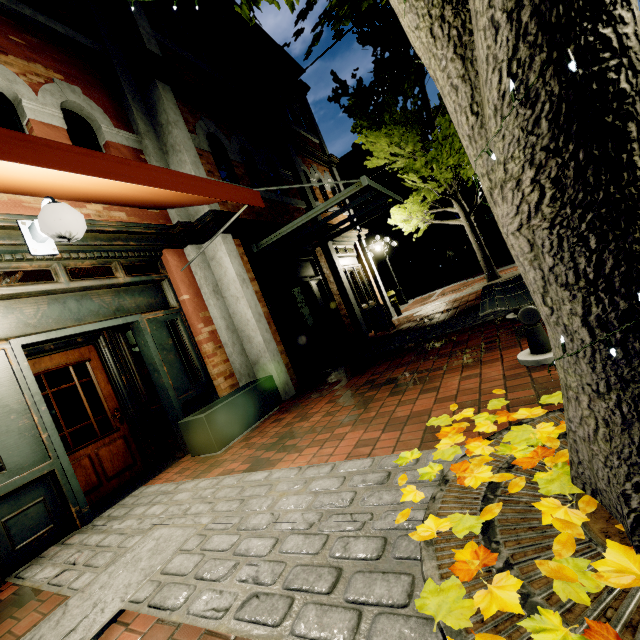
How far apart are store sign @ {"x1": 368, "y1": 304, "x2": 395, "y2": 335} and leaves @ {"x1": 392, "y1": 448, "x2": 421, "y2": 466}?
6.5m

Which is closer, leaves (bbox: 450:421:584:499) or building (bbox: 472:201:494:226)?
leaves (bbox: 450:421:584:499)

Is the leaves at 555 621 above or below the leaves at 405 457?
below

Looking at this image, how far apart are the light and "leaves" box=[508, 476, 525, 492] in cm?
306

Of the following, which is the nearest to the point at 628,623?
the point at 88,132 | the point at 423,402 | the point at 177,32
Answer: the point at 423,402

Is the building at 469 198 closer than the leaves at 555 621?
No
